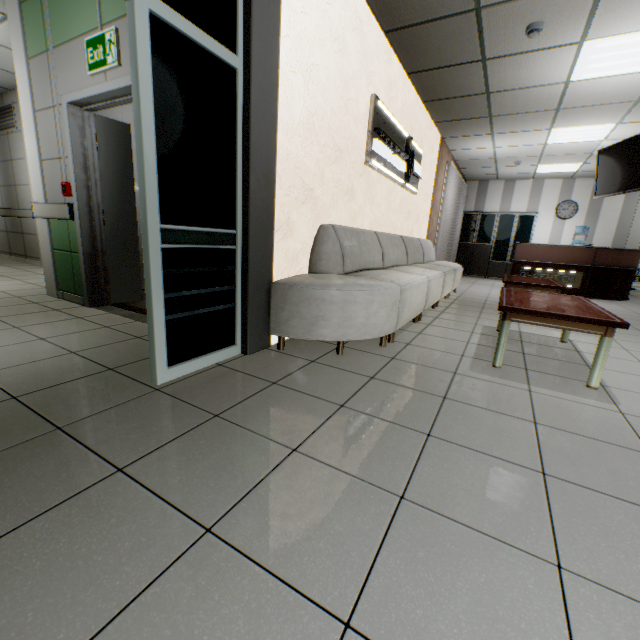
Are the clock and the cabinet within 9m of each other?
yes

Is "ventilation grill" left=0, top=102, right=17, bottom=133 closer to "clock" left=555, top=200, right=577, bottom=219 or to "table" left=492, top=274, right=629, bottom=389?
"table" left=492, top=274, right=629, bottom=389

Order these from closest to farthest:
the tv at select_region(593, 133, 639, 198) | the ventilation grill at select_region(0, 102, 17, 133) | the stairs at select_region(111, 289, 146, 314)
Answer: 1. the stairs at select_region(111, 289, 146, 314)
2. the tv at select_region(593, 133, 639, 198)
3. the ventilation grill at select_region(0, 102, 17, 133)

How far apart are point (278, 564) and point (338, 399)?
1.1 meters

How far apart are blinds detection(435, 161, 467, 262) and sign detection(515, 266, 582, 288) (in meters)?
1.83

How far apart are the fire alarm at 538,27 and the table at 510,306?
2.8m

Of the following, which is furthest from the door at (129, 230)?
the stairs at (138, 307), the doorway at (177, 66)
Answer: the doorway at (177, 66)

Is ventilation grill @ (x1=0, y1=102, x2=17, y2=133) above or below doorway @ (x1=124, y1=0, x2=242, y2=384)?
above
